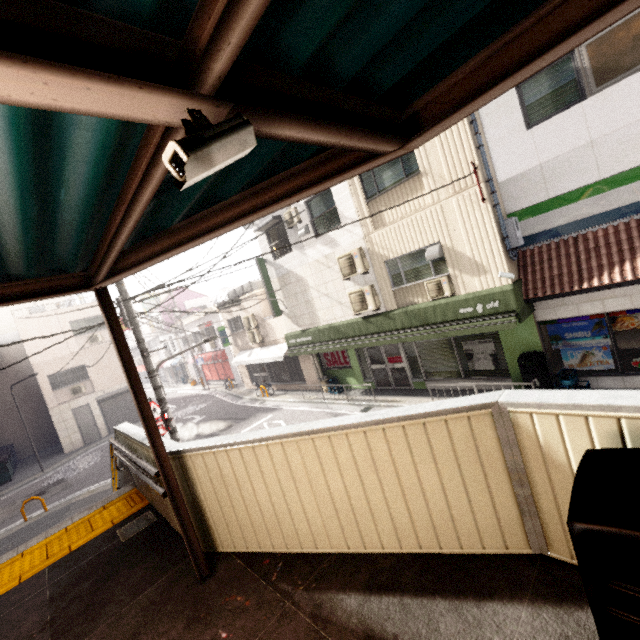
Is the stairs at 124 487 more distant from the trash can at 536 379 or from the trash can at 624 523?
the trash can at 536 379

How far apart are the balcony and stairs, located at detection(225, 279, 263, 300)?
1.7 meters

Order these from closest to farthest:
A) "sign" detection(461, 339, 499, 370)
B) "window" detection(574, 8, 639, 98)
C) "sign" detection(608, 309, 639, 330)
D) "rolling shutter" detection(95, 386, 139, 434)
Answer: "window" detection(574, 8, 639, 98) → "sign" detection(608, 309, 639, 330) → "sign" detection(461, 339, 499, 370) → "rolling shutter" detection(95, 386, 139, 434)

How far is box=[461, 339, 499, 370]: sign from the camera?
10.1m

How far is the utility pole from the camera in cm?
832

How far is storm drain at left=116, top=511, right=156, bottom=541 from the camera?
4.4 meters

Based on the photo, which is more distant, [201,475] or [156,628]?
[201,475]

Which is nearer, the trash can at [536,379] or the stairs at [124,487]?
the stairs at [124,487]
